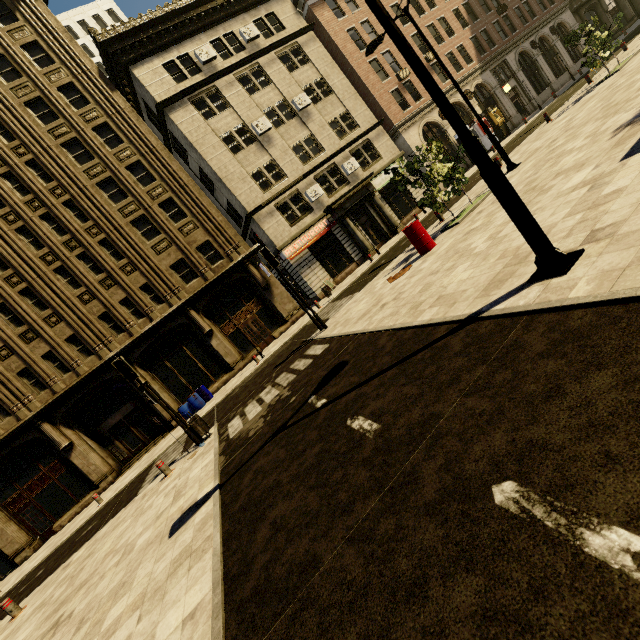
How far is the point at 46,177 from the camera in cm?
1955

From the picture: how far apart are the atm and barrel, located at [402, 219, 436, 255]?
26.3 meters

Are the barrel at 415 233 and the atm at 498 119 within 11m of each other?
no

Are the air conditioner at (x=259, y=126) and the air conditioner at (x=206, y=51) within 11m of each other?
yes

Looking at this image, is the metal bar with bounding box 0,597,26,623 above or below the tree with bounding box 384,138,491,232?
below

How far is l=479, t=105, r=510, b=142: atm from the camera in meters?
29.1 m

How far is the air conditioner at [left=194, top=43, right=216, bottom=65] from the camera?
22.3 meters

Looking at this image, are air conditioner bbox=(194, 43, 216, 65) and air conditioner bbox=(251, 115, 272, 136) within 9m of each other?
yes
